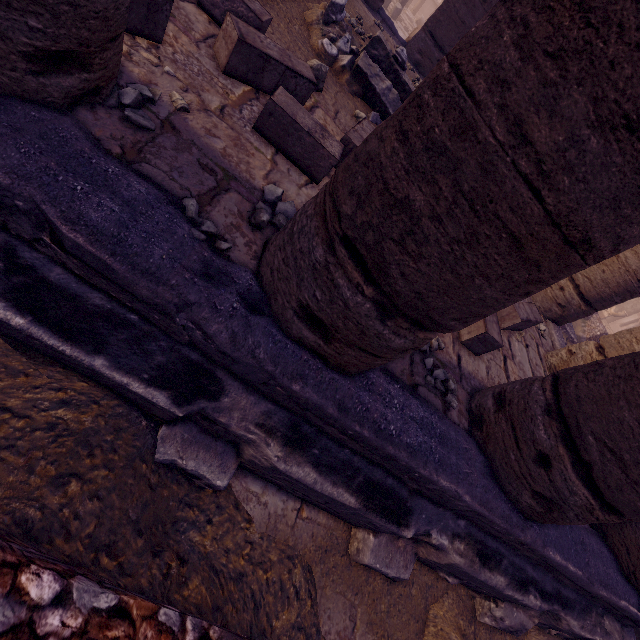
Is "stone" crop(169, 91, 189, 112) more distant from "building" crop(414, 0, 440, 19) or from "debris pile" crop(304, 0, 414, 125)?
"building" crop(414, 0, 440, 19)

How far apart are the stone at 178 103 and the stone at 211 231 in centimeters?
48cm

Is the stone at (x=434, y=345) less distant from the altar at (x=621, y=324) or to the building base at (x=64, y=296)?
the building base at (x=64, y=296)

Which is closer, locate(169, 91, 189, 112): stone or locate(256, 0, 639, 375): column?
locate(256, 0, 639, 375): column

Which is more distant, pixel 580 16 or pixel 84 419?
pixel 84 419

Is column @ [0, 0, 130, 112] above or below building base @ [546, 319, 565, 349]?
above

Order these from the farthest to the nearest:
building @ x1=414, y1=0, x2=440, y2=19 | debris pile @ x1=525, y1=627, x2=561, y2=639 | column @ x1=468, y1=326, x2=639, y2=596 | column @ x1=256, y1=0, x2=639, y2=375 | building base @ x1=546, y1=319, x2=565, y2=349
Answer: building @ x1=414, y1=0, x2=440, y2=19 < building base @ x1=546, y1=319, x2=565, y2=349 < debris pile @ x1=525, y1=627, x2=561, y2=639 < column @ x1=468, y1=326, x2=639, y2=596 < column @ x1=256, y1=0, x2=639, y2=375

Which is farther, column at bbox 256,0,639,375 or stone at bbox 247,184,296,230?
stone at bbox 247,184,296,230
